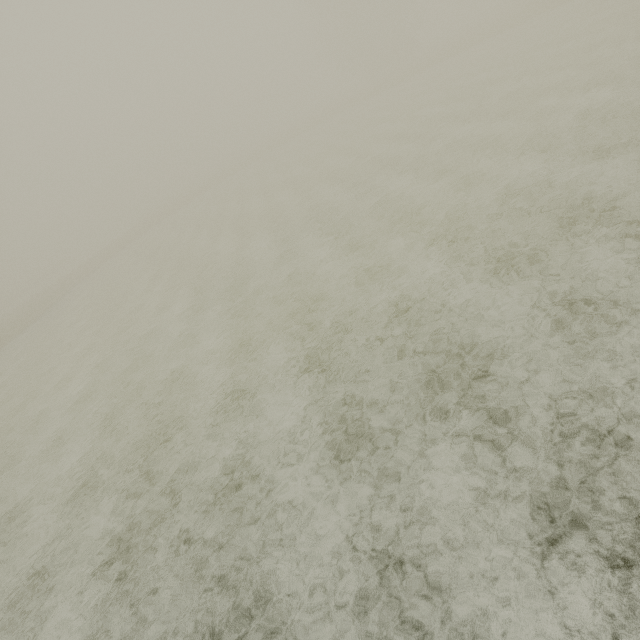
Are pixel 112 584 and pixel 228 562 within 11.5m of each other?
yes
